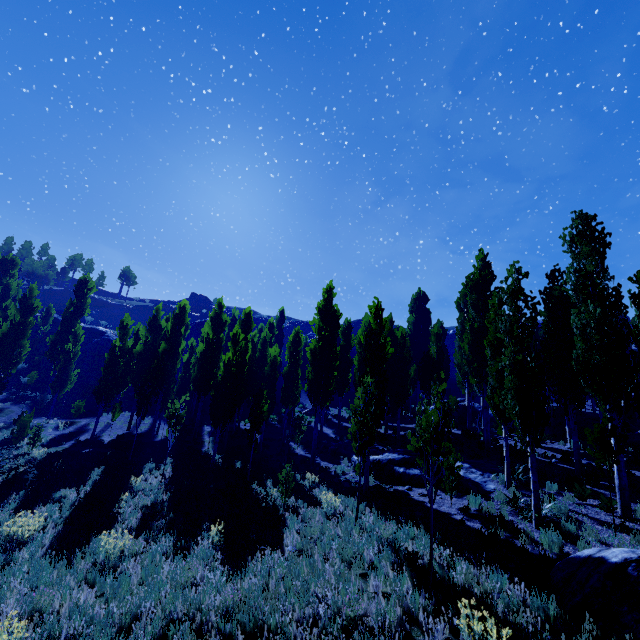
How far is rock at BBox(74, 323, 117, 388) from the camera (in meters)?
39.99

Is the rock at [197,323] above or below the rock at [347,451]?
above

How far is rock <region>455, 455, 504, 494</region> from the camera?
12.15m

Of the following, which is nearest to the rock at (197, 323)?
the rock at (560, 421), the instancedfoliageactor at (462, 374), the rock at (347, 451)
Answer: the instancedfoliageactor at (462, 374)

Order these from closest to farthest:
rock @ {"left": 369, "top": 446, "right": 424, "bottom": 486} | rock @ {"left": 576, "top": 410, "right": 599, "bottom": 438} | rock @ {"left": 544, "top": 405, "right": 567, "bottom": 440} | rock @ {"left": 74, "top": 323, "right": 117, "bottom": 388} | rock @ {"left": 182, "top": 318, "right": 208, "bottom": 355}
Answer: rock @ {"left": 369, "top": 446, "right": 424, "bottom": 486} → rock @ {"left": 576, "top": 410, "right": 599, "bottom": 438} → rock @ {"left": 544, "top": 405, "right": 567, "bottom": 440} → rock @ {"left": 74, "top": 323, "right": 117, "bottom": 388} → rock @ {"left": 182, "top": 318, "right": 208, "bottom": 355}

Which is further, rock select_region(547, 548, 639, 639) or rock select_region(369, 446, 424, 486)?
rock select_region(369, 446, 424, 486)

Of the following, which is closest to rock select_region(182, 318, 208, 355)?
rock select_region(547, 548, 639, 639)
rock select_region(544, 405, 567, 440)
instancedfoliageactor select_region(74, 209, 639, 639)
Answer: instancedfoliageactor select_region(74, 209, 639, 639)

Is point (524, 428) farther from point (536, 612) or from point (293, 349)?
point (293, 349)
